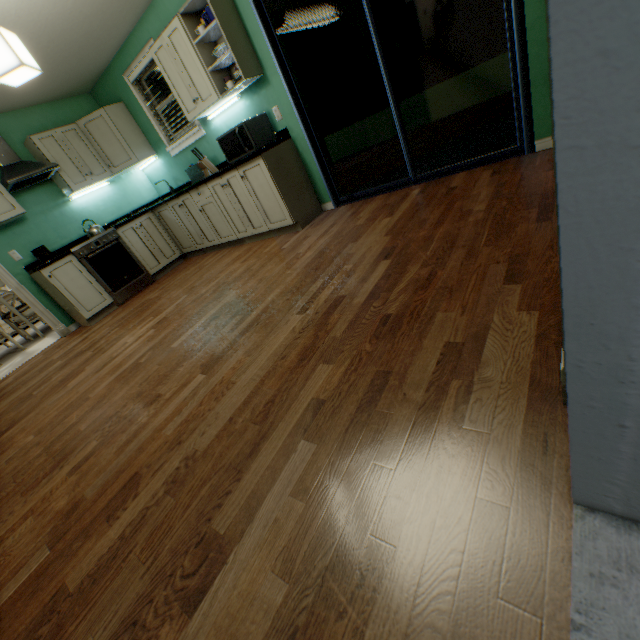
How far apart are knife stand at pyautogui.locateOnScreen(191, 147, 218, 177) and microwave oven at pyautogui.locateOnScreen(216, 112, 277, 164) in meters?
0.4

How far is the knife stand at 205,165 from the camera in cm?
379

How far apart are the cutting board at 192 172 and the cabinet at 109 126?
0.7 meters

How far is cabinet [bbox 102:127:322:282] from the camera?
3.37m

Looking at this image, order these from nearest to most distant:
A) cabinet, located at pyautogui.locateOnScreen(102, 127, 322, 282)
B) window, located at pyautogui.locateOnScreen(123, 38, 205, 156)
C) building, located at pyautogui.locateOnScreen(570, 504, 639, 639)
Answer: building, located at pyautogui.locateOnScreen(570, 504, 639, 639) < cabinet, located at pyautogui.locateOnScreen(102, 127, 322, 282) < window, located at pyautogui.locateOnScreen(123, 38, 205, 156)

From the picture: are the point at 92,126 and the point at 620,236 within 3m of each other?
no

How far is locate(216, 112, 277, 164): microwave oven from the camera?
3.2 meters

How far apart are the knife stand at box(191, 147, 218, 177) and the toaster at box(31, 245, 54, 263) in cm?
216
